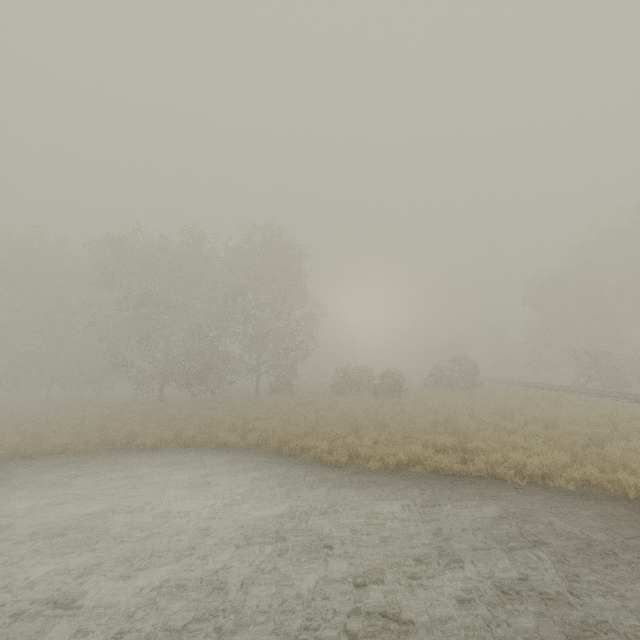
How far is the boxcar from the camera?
50.9m

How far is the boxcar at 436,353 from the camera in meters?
50.9 m

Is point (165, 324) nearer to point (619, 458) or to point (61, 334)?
point (61, 334)

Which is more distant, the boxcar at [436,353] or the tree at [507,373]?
the boxcar at [436,353]

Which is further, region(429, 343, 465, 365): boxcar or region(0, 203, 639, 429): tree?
region(429, 343, 465, 365): boxcar
